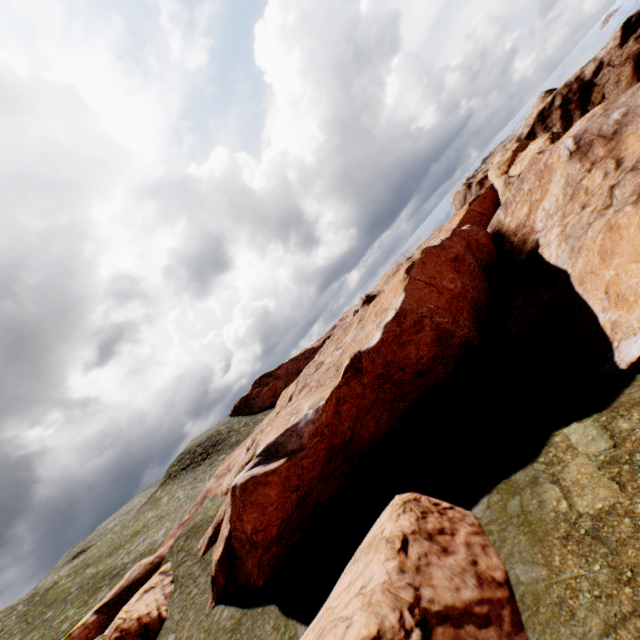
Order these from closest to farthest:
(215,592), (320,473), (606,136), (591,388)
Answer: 1. (591,388)
2. (215,592)
3. (320,473)
4. (606,136)

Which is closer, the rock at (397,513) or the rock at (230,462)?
the rock at (397,513)

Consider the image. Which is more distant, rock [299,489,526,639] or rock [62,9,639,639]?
rock [62,9,639,639]
